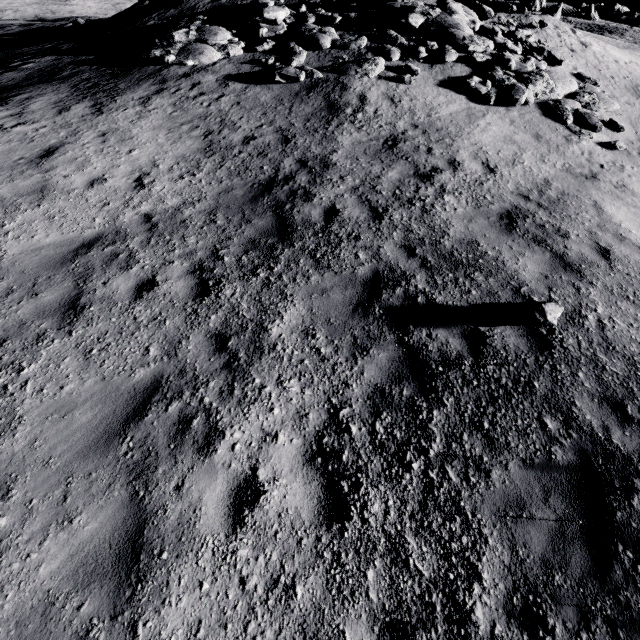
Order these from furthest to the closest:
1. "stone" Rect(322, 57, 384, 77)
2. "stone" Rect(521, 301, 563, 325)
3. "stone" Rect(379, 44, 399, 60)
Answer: "stone" Rect(379, 44, 399, 60), "stone" Rect(322, 57, 384, 77), "stone" Rect(521, 301, 563, 325)

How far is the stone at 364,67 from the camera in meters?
11.4

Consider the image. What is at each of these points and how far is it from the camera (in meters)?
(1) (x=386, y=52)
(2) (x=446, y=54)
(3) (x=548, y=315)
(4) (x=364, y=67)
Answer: (1) stone, 12.25
(2) stone, 12.35
(3) stone, 5.09
(4) stone, 11.48

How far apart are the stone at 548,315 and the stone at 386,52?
11.7m

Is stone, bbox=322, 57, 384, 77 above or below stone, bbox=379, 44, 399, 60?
below

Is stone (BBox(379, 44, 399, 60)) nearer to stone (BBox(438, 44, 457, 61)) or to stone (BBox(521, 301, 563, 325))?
stone (BBox(438, 44, 457, 61))

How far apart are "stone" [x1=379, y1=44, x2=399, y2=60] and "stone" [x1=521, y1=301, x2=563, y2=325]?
11.7m

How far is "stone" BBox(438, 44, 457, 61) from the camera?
12.3 meters
